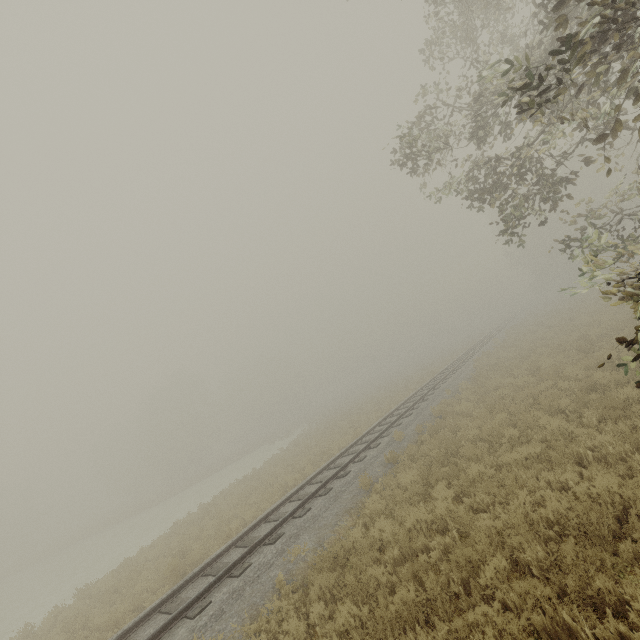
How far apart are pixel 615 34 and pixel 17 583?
56.0m
